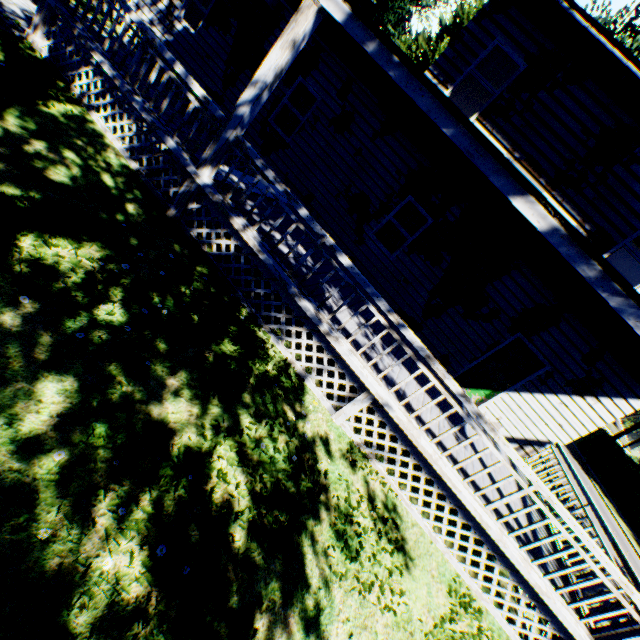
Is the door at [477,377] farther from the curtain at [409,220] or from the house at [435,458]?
the curtain at [409,220]

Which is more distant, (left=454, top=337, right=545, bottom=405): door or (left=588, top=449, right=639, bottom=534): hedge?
(left=588, top=449, right=639, bottom=534): hedge

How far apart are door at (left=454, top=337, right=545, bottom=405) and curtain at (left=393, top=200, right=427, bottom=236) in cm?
372

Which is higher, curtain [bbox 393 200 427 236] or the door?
curtain [bbox 393 200 427 236]

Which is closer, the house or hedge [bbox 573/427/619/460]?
the house

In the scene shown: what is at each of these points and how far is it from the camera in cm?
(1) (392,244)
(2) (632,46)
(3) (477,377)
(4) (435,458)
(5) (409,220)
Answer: (1) curtain, 998
(2) plant, 2462
(3) door, 952
(4) house, 511
(5) curtain, 966

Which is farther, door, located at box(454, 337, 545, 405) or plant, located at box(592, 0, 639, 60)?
plant, located at box(592, 0, 639, 60)

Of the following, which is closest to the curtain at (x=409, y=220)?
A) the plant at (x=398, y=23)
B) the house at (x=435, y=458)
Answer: the house at (x=435, y=458)
